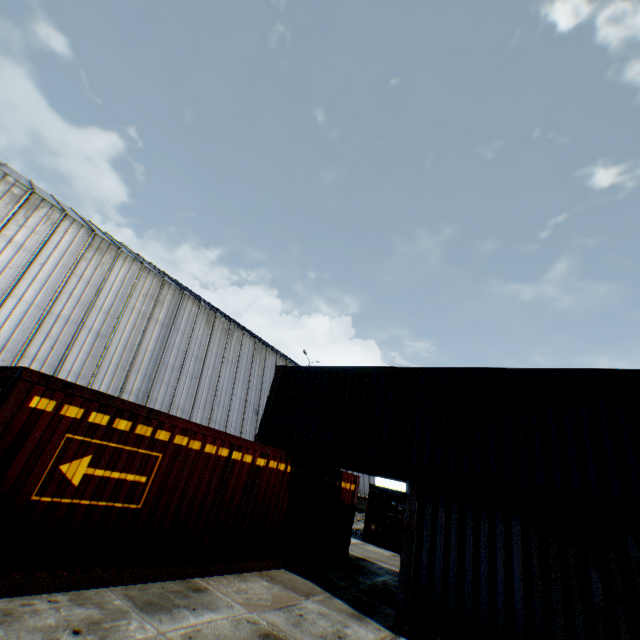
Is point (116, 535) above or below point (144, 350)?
below

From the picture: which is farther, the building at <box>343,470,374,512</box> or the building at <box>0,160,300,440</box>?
the building at <box>343,470,374,512</box>

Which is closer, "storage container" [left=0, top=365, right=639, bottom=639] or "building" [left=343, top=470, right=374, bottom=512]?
"storage container" [left=0, top=365, right=639, bottom=639]

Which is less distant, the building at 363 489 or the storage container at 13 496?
the storage container at 13 496

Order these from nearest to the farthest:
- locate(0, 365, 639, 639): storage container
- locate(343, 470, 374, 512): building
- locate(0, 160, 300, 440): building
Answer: locate(0, 365, 639, 639): storage container < locate(0, 160, 300, 440): building < locate(343, 470, 374, 512): building

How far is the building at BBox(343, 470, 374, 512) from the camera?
33.81m
